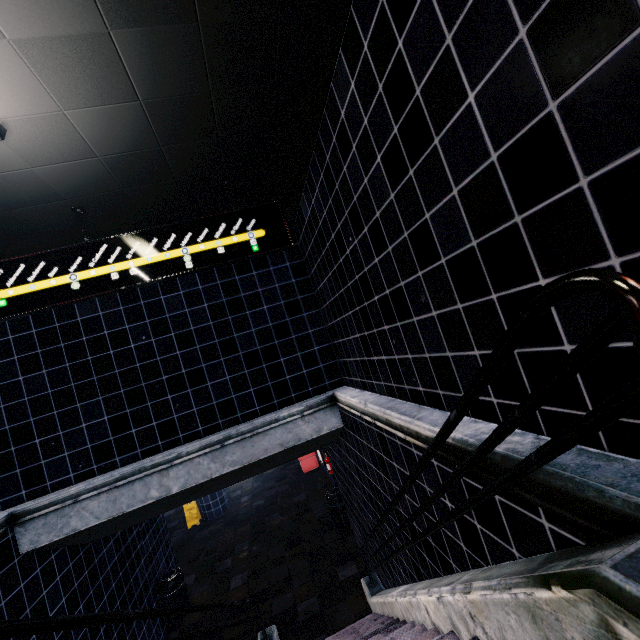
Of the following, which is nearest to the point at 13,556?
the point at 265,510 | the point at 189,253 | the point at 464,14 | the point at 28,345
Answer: the point at 28,345
